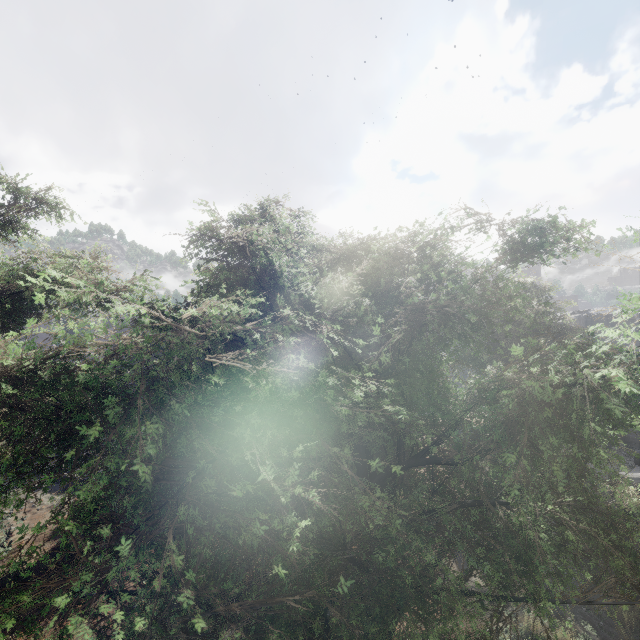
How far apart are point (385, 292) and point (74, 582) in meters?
4.2 m
